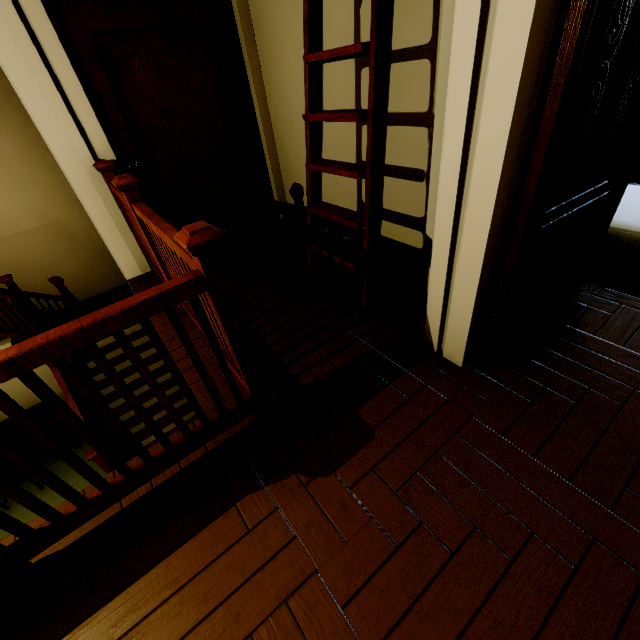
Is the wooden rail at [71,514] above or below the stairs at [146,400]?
above

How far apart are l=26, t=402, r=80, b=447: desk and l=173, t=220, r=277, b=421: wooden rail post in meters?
5.0

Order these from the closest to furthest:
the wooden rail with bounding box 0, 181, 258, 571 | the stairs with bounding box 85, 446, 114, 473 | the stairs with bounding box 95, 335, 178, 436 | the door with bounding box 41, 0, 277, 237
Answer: the wooden rail with bounding box 0, 181, 258, 571 < the door with bounding box 41, 0, 277, 237 < the stairs with bounding box 85, 446, 114, 473 < the stairs with bounding box 95, 335, 178, 436

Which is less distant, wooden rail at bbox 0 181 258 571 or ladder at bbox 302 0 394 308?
wooden rail at bbox 0 181 258 571

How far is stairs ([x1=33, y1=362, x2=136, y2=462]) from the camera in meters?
4.2

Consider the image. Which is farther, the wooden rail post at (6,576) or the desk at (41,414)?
the desk at (41,414)

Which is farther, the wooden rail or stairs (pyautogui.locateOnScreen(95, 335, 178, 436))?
stairs (pyautogui.locateOnScreen(95, 335, 178, 436))

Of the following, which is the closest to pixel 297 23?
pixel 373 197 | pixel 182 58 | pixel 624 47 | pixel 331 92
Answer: pixel 331 92
